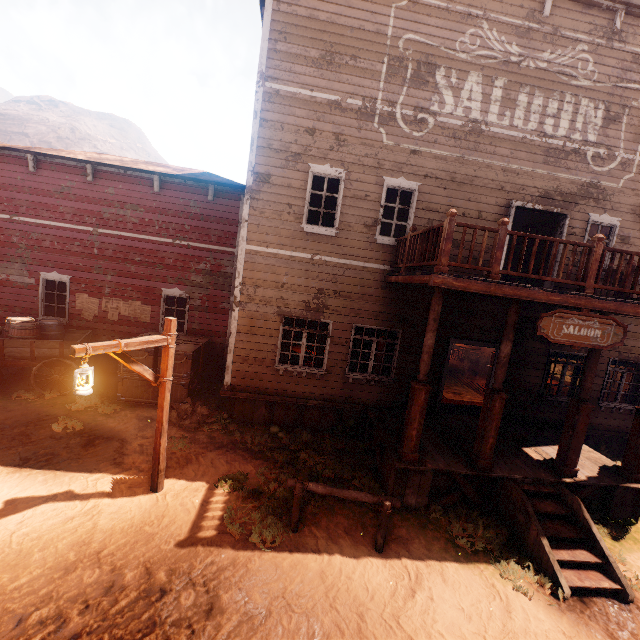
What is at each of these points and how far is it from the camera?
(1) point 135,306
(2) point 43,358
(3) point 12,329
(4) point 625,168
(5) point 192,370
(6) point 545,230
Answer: (1) poster, 11.2m
(2) carraige, 9.2m
(3) barrel, 9.0m
(4) building, 9.0m
(5) wooden box, 10.0m
(6) bp, 10.0m

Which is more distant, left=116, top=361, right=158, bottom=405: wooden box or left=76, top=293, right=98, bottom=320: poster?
left=76, top=293, right=98, bottom=320: poster

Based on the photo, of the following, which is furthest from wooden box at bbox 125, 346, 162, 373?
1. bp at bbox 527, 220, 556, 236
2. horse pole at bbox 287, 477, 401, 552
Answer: bp at bbox 527, 220, 556, 236

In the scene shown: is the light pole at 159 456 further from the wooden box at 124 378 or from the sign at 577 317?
the sign at 577 317

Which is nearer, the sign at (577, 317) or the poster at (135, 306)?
the sign at (577, 317)

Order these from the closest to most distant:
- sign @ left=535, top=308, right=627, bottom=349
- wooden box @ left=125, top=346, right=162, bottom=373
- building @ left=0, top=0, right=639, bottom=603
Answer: sign @ left=535, top=308, right=627, bottom=349, building @ left=0, top=0, right=639, bottom=603, wooden box @ left=125, top=346, right=162, bottom=373

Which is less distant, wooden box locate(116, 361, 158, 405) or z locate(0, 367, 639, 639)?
z locate(0, 367, 639, 639)

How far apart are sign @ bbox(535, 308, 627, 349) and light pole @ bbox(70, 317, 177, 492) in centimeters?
658cm
